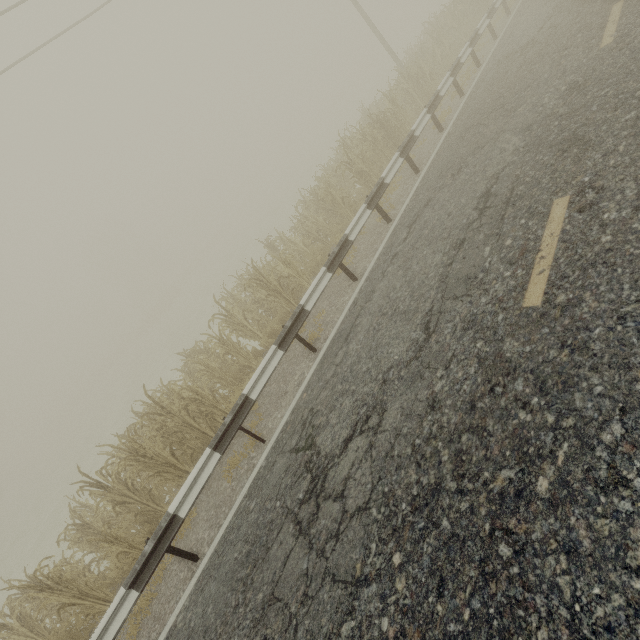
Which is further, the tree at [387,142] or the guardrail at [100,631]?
the tree at [387,142]

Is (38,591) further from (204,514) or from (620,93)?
(620,93)

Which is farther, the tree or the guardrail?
the tree
